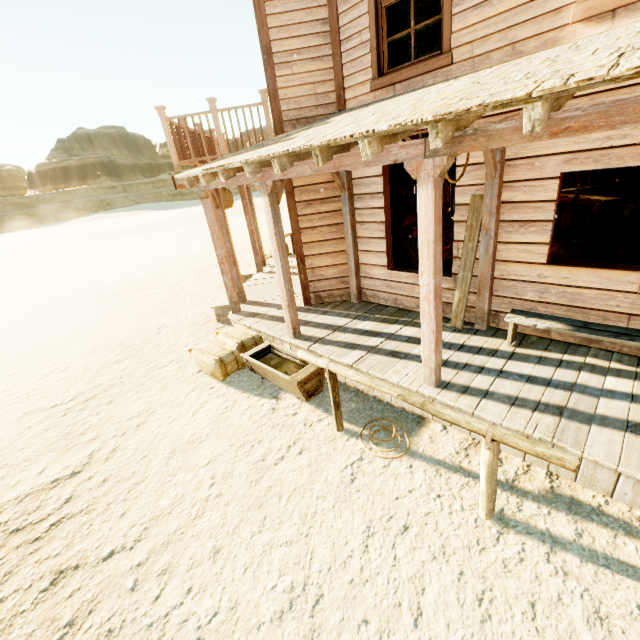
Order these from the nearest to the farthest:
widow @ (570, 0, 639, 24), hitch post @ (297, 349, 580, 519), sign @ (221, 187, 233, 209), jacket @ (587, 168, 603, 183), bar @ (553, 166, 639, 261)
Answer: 1. hitch post @ (297, 349, 580, 519)
2. widow @ (570, 0, 639, 24)
3. bar @ (553, 166, 639, 261)
4. sign @ (221, 187, 233, 209)
5. jacket @ (587, 168, 603, 183)

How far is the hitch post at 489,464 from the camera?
2.3 meters

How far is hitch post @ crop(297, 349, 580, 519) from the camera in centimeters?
230cm

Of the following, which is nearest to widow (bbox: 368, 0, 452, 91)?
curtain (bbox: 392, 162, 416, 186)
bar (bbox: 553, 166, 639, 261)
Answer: curtain (bbox: 392, 162, 416, 186)

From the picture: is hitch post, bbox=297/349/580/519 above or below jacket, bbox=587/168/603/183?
below

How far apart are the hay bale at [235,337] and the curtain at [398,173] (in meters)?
3.65

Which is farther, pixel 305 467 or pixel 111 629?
pixel 305 467

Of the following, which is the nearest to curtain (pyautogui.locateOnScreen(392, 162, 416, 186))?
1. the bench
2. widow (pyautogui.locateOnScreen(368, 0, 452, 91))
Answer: widow (pyautogui.locateOnScreen(368, 0, 452, 91))
